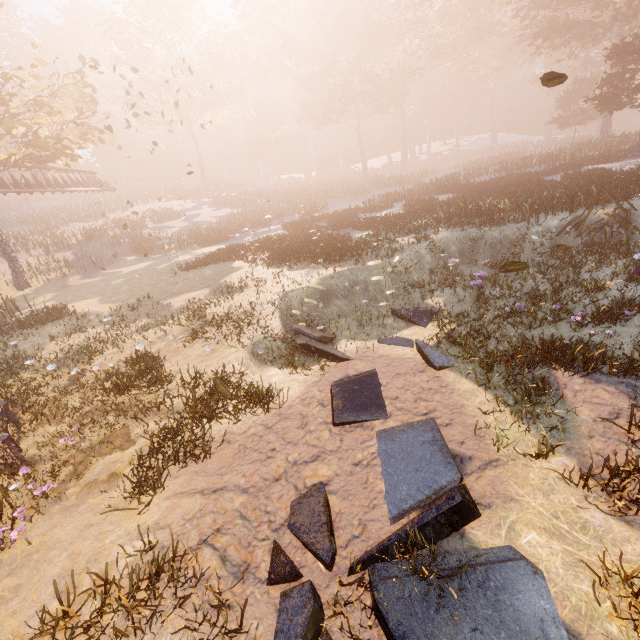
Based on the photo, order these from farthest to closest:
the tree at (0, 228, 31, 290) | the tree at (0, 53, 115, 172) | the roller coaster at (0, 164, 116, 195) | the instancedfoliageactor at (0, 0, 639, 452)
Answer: the roller coaster at (0, 164, 116, 195)
the tree at (0, 228, 31, 290)
the tree at (0, 53, 115, 172)
the instancedfoliageactor at (0, 0, 639, 452)

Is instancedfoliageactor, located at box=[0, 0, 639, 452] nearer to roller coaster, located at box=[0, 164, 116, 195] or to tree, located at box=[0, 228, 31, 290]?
tree, located at box=[0, 228, 31, 290]

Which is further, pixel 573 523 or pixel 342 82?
pixel 342 82

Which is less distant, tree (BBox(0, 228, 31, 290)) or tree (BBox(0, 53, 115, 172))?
tree (BBox(0, 53, 115, 172))

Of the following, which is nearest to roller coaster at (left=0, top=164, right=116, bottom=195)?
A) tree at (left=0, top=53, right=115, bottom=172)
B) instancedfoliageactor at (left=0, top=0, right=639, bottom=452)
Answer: tree at (left=0, top=53, right=115, bottom=172)

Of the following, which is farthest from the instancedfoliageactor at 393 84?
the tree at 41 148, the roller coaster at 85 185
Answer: the roller coaster at 85 185
